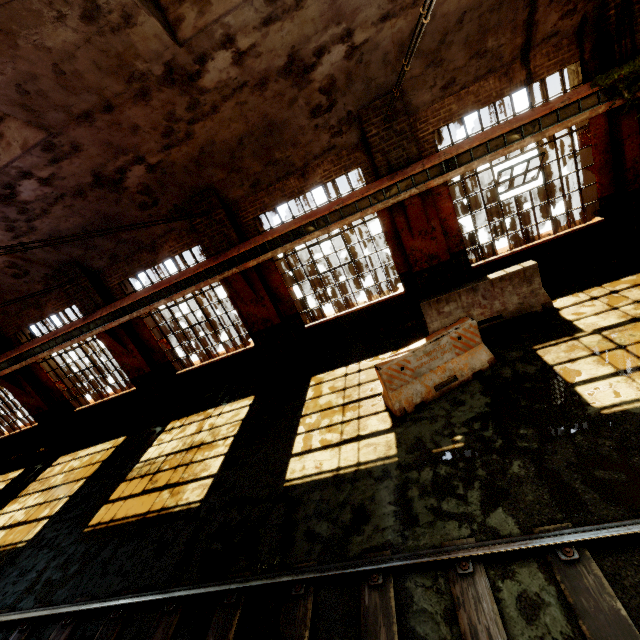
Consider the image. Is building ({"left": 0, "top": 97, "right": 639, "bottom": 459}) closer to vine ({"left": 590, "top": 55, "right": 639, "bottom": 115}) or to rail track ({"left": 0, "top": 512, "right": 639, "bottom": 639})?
vine ({"left": 590, "top": 55, "right": 639, "bottom": 115})

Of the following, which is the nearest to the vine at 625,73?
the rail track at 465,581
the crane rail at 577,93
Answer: the crane rail at 577,93

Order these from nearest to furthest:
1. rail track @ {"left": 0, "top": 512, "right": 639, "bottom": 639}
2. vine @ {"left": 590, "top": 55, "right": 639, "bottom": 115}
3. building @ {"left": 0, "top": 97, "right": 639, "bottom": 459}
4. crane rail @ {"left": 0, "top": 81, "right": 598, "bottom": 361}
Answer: rail track @ {"left": 0, "top": 512, "right": 639, "bottom": 639} → vine @ {"left": 590, "top": 55, "right": 639, "bottom": 115} → crane rail @ {"left": 0, "top": 81, "right": 598, "bottom": 361} → building @ {"left": 0, "top": 97, "right": 639, "bottom": 459}

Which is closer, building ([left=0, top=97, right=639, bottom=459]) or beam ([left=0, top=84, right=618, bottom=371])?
beam ([left=0, top=84, right=618, bottom=371])

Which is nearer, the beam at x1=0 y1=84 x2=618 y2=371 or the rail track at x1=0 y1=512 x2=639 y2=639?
the rail track at x1=0 y1=512 x2=639 y2=639

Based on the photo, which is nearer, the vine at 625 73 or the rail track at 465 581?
the rail track at 465 581

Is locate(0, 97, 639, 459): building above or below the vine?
below

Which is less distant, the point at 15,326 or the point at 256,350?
the point at 256,350
